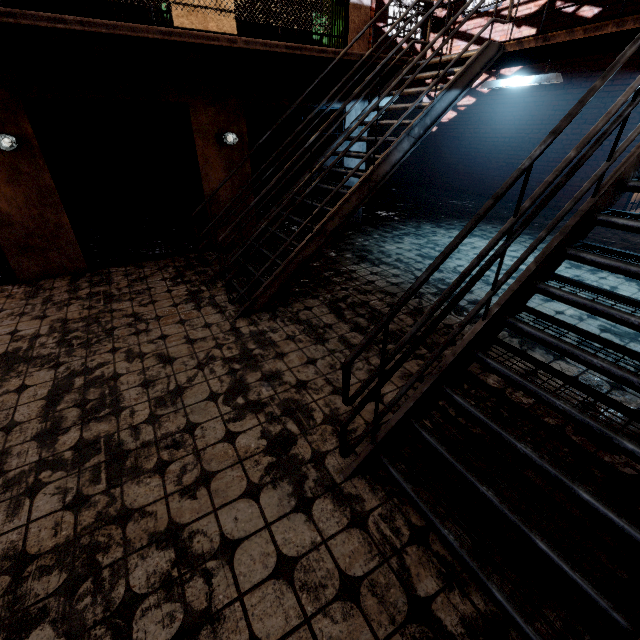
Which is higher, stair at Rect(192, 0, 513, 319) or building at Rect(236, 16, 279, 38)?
building at Rect(236, 16, 279, 38)

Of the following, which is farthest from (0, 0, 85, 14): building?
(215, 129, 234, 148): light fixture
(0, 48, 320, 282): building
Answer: (215, 129, 234, 148): light fixture

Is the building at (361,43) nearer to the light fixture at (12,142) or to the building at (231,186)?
the building at (231,186)

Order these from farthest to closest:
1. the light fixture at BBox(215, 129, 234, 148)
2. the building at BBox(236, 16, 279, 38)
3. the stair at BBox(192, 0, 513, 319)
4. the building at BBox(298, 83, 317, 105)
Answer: the building at BBox(236, 16, 279, 38) → the building at BBox(298, 83, 317, 105) → the light fixture at BBox(215, 129, 234, 148) → the stair at BBox(192, 0, 513, 319)

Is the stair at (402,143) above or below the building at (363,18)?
below

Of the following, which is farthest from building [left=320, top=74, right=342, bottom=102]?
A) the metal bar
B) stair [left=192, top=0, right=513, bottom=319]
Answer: stair [left=192, top=0, right=513, bottom=319]

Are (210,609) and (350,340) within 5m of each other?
yes

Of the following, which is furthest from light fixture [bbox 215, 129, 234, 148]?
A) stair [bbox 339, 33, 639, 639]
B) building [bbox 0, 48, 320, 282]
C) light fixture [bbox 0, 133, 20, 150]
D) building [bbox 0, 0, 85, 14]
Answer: stair [bbox 339, 33, 639, 639]
